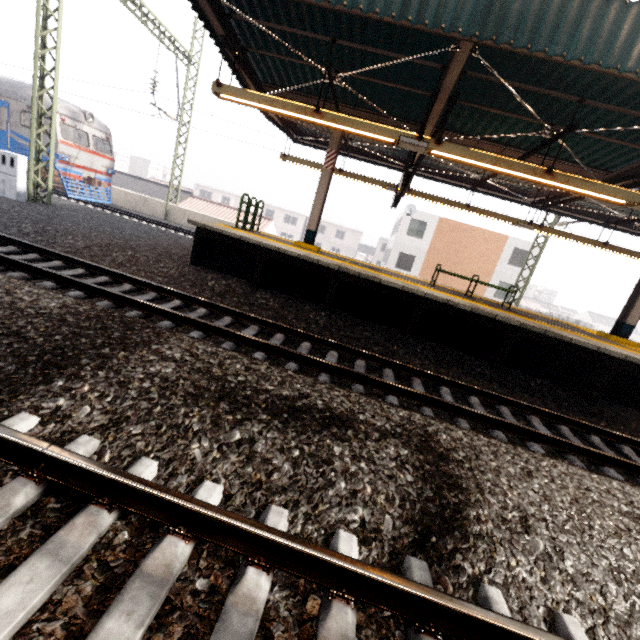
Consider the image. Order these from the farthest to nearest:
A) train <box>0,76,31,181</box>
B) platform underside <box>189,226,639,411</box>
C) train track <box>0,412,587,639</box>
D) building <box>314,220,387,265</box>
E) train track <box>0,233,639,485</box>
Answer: building <box>314,220,387,265</box> < train <box>0,76,31,181</box> < platform underside <box>189,226,639,411</box> < train track <box>0,233,639,485</box> < train track <box>0,412,587,639</box>

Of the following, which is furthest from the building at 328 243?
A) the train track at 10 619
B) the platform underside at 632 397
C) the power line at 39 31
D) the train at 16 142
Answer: the train track at 10 619

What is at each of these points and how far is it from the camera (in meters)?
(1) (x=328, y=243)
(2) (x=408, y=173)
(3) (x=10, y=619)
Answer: (1) building, 54.59
(2) sign, 7.58
(3) train track, 1.38

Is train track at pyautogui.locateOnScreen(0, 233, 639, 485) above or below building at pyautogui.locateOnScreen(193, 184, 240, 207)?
below

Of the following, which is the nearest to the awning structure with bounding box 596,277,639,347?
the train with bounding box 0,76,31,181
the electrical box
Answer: the electrical box

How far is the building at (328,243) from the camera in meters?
53.6 m

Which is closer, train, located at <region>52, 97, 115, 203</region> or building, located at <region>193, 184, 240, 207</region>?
train, located at <region>52, 97, 115, 203</region>

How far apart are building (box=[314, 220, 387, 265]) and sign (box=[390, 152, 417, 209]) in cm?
4580
